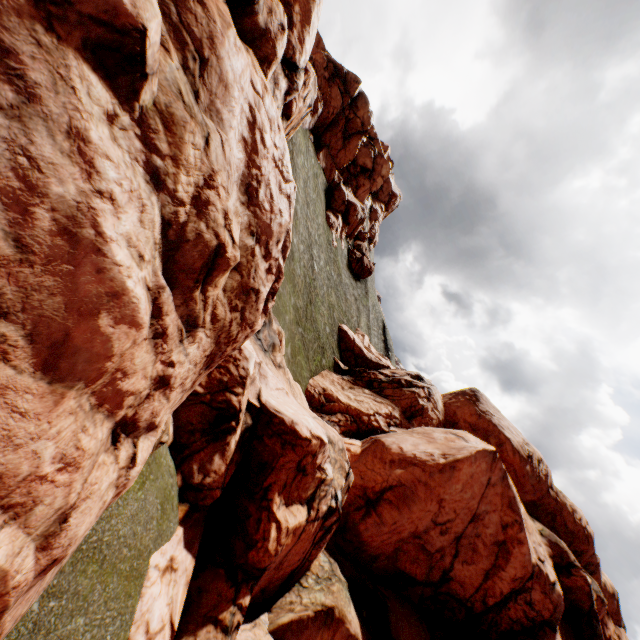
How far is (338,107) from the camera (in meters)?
47.84
